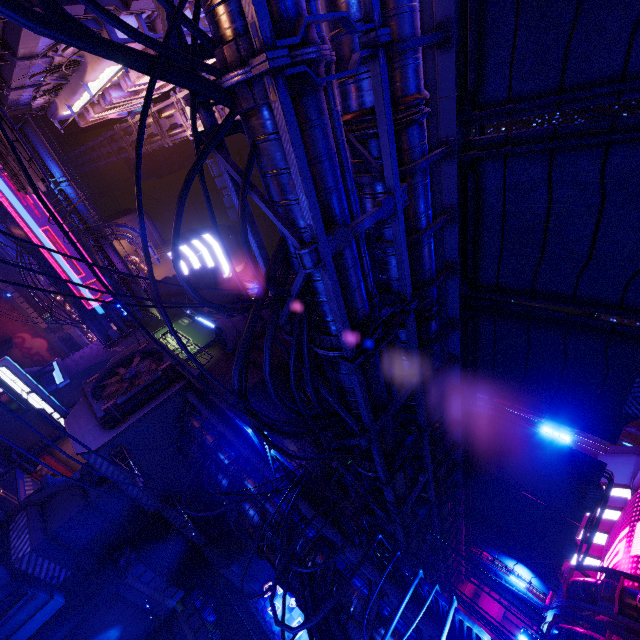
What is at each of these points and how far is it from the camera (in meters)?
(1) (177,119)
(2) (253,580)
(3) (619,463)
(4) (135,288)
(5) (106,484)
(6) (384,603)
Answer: (1) pipe, 23.81
(2) walkway, 24.56
(3) building, 32.47
(4) awning, 30.38
(5) pillar, 15.93
(6) walkway, 8.92

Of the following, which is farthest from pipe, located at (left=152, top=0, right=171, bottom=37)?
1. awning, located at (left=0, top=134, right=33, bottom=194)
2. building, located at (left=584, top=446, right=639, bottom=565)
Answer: building, located at (left=584, top=446, right=639, bottom=565)

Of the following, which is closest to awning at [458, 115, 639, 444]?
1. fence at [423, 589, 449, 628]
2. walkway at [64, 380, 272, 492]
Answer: fence at [423, 589, 449, 628]

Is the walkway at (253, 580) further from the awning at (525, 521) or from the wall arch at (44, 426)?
the awning at (525, 521)

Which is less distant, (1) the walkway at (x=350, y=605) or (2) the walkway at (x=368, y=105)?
(2) the walkway at (x=368, y=105)

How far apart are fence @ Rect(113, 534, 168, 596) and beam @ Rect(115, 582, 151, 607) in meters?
0.0

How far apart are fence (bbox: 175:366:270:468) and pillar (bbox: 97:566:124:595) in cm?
1139
